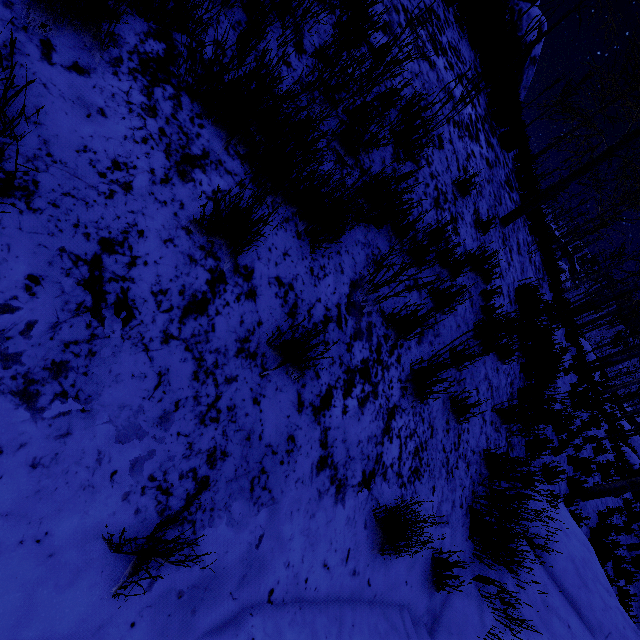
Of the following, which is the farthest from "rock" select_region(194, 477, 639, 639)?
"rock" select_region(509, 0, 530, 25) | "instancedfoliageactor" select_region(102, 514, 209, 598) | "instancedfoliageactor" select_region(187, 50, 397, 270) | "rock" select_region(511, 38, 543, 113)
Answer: "rock" select_region(509, 0, 530, 25)

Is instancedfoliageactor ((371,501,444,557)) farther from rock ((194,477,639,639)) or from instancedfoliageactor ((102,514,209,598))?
instancedfoliageactor ((102,514,209,598))

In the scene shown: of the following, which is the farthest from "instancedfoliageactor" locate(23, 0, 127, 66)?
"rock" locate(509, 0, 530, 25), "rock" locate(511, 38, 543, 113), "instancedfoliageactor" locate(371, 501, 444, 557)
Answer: "rock" locate(509, 0, 530, 25)

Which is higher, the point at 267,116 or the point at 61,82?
the point at 267,116

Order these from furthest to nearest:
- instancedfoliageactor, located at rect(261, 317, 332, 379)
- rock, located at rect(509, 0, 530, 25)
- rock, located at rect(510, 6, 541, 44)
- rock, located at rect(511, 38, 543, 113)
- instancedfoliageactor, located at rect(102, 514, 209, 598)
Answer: rock, located at rect(509, 0, 530, 25) < rock, located at rect(510, 6, 541, 44) < rock, located at rect(511, 38, 543, 113) < instancedfoliageactor, located at rect(261, 317, 332, 379) < instancedfoliageactor, located at rect(102, 514, 209, 598)

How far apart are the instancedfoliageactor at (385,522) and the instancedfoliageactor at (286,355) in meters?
1.2

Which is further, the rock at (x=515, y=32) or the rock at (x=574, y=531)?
Result: the rock at (x=515, y=32)

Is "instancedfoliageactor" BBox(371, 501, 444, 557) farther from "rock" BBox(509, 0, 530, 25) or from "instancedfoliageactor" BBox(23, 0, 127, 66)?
"rock" BBox(509, 0, 530, 25)
